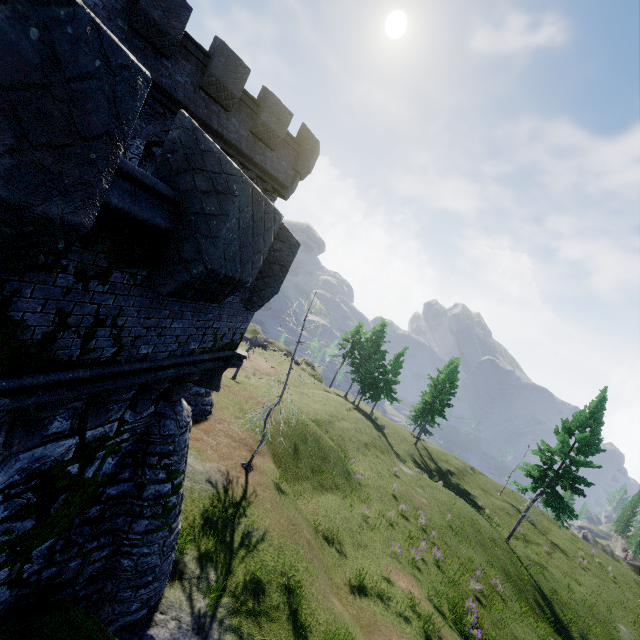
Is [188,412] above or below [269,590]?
above
